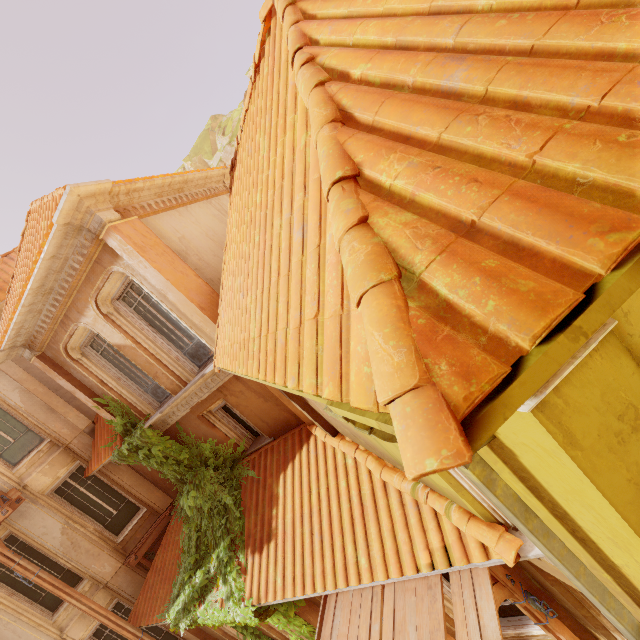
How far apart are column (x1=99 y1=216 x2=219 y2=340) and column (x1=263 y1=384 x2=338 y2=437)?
0.3m

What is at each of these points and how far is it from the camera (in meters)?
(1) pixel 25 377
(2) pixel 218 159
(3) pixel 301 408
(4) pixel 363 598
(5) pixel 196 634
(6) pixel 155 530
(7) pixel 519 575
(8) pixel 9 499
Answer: (1) column, 10.02
(2) rock, 35.16
(3) column, 6.61
(4) wood, 5.20
(5) column, 9.72
(6) wood, 10.71
(7) window, 5.06
(8) wood, 9.22

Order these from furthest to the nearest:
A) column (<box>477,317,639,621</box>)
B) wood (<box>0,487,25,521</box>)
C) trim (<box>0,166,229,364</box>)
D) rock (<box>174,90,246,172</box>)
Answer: rock (<box>174,90,246,172</box>) < wood (<box>0,487,25,521</box>) < trim (<box>0,166,229,364</box>) < column (<box>477,317,639,621</box>)

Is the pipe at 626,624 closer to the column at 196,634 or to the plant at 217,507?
the plant at 217,507

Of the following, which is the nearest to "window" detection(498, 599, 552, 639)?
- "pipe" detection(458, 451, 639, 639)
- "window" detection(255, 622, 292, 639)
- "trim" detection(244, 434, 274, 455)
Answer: "window" detection(255, 622, 292, 639)

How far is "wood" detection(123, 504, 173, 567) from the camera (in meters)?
10.28

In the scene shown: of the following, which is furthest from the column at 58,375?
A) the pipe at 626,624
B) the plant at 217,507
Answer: the pipe at 626,624

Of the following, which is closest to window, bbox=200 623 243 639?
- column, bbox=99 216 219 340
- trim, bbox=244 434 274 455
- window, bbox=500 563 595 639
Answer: window, bbox=500 563 595 639
